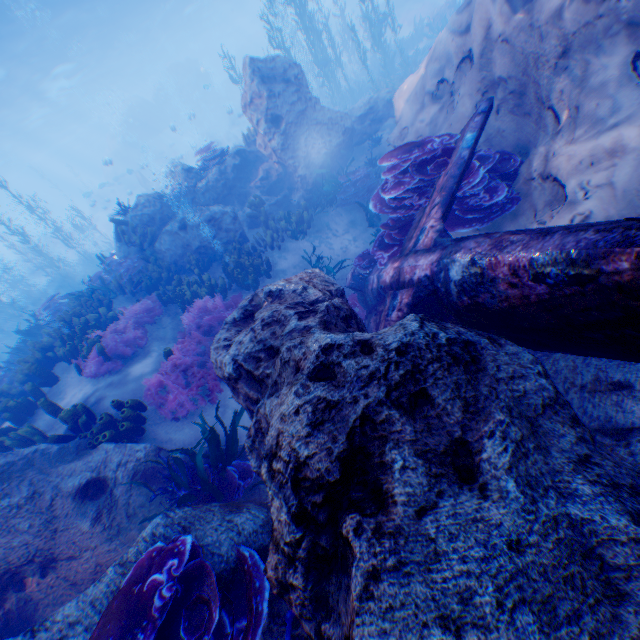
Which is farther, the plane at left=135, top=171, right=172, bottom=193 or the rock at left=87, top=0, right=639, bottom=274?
the plane at left=135, top=171, right=172, bottom=193

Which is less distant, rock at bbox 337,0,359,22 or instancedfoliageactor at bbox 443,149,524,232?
instancedfoliageactor at bbox 443,149,524,232

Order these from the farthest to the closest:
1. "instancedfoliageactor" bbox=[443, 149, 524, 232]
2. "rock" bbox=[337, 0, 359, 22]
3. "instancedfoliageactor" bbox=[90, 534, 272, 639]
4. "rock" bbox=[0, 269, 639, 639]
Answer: "rock" bbox=[337, 0, 359, 22] < "instancedfoliageactor" bbox=[443, 149, 524, 232] < "instancedfoliageactor" bbox=[90, 534, 272, 639] < "rock" bbox=[0, 269, 639, 639]

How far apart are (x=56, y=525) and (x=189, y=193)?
10.34m

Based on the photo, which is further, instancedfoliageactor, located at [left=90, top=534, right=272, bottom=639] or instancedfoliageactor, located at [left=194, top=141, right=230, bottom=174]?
instancedfoliageactor, located at [left=194, top=141, right=230, bottom=174]

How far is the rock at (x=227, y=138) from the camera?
31.1 meters

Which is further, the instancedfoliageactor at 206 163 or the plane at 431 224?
the instancedfoliageactor at 206 163
